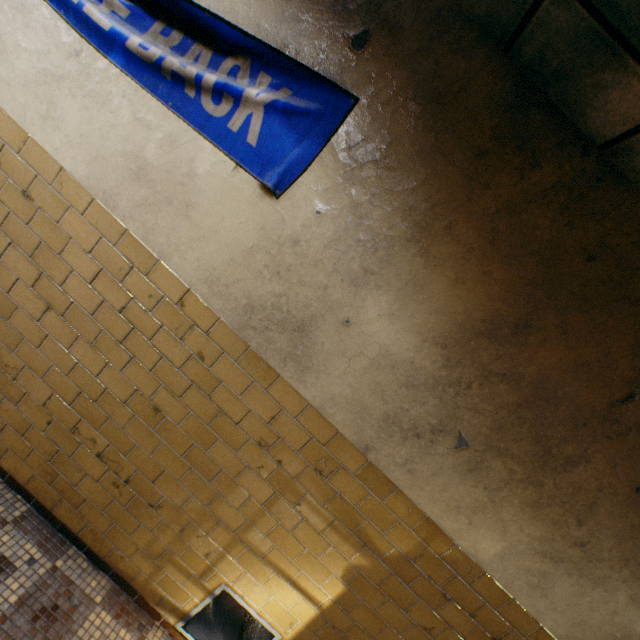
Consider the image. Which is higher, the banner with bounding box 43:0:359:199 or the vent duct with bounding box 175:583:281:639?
the banner with bounding box 43:0:359:199

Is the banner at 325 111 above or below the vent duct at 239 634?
Answer: above

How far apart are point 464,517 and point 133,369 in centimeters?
225cm

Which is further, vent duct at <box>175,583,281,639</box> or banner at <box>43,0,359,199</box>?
vent duct at <box>175,583,281,639</box>

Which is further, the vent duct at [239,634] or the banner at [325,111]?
the vent duct at [239,634]
